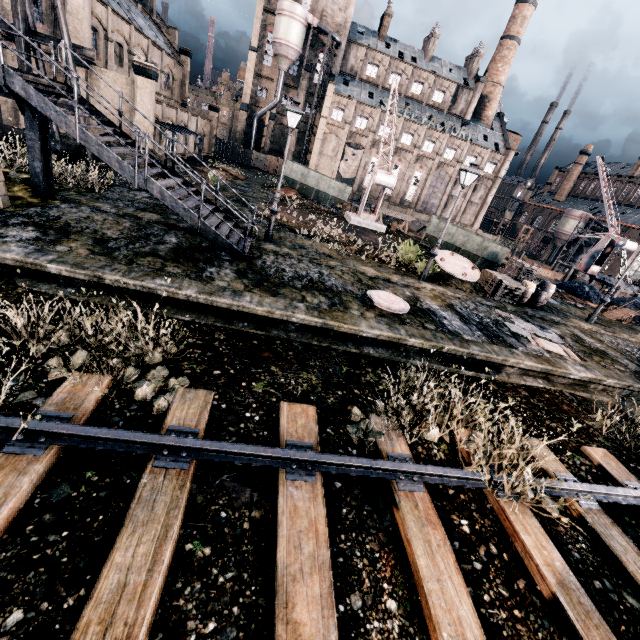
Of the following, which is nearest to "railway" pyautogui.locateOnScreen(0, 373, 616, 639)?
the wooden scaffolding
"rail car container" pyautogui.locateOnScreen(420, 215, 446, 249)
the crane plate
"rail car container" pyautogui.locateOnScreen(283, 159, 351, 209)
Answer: the crane plate

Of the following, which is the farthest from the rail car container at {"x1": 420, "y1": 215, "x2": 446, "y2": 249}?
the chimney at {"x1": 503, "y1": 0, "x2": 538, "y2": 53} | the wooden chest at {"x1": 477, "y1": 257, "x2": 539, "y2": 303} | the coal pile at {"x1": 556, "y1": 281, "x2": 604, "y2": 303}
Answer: the chimney at {"x1": 503, "y1": 0, "x2": 538, "y2": 53}

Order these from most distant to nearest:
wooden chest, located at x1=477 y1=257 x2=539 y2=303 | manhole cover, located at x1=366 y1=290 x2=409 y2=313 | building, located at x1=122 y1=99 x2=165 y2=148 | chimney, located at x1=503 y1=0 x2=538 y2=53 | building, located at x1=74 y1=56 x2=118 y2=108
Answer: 1. chimney, located at x1=503 y1=0 x2=538 y2=53
2. building, located at x1=122 y1=99 x2=165 y2=148
3. building, located at x1=74 y1=56 x2=118 y2=108
4. wooden chest, located at x1=477 y1=257 x2=539 y2=303
5. manhole cover, located at x1=366 y1=290 x2=409 y2=313

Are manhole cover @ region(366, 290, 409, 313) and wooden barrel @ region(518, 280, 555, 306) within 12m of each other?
yes

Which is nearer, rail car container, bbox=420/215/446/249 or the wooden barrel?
the wooden barrel

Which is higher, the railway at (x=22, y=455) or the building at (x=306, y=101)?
the building at (x=306, y=101)

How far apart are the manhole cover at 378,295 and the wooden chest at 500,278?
8.21m

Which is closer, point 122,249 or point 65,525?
point 65,525
